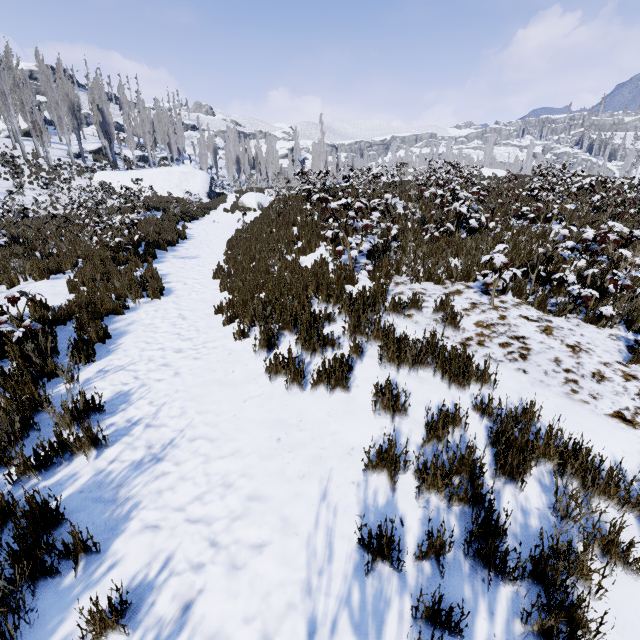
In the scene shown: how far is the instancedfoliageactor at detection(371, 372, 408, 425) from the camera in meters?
3.1 m

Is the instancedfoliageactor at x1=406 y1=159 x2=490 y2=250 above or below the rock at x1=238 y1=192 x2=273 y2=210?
above

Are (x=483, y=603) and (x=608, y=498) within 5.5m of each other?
yes

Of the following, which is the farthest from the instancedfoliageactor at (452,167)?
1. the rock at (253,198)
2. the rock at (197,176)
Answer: the rock at (253,198)

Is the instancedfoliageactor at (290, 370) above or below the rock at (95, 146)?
below

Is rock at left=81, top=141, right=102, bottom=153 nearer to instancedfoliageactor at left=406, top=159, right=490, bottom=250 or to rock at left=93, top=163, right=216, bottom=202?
instancedfoliageactor at left=406, top=159, right=490, bottom=250

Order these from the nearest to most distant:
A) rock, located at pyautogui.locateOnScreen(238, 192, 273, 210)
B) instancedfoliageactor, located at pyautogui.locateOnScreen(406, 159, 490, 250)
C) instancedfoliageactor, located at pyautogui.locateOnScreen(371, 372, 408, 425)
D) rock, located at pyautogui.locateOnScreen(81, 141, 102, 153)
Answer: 1. instancedfoliageactor, located at pyautogui.locateOnScreen(371, 372, 408, 425)
2. instancedfoliageactor, located at pyautogui.locateOnScreen(406, 159, 490, 250)
3. rock, located at pyautogui.locateOnScreen(238, 192, 273, 210)
4. rock, located at pyautogui.locateOnScreen(81, 141, 102, 153)

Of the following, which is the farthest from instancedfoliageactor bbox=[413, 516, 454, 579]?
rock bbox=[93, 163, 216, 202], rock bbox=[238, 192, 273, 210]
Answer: rock bbox=[238, 192, 273, 210]
